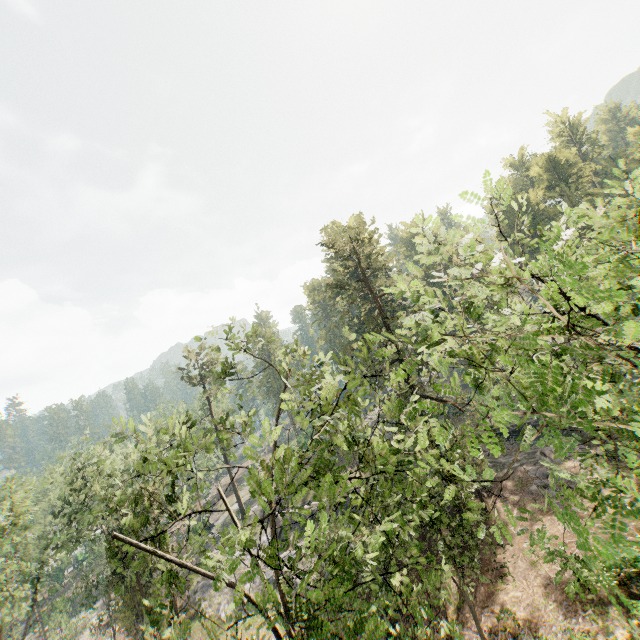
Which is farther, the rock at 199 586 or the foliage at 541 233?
the rock at 199 586

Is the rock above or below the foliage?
below

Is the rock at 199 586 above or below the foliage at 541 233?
below

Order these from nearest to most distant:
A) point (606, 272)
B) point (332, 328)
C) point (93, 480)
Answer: point (606, 272), point (332, 328), point (93, 480)

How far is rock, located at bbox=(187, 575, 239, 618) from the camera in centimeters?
3056cm

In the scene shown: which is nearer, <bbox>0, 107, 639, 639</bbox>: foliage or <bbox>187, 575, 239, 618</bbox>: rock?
<bbox>0, 107, 639, 639</bbox>: foliage
